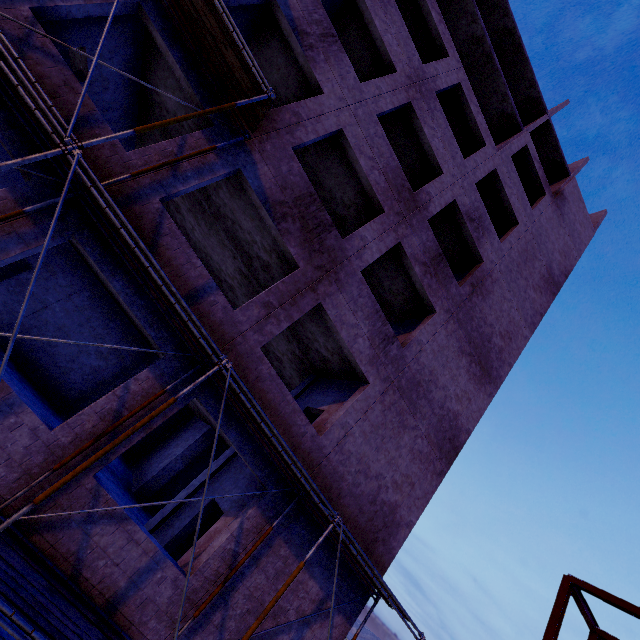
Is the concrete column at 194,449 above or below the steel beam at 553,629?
below

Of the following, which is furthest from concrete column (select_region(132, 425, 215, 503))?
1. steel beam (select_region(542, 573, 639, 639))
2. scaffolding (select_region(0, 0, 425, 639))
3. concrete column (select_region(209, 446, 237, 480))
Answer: steel beam (select_region(542, 573, 639, 639))

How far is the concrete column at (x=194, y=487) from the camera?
10.20m

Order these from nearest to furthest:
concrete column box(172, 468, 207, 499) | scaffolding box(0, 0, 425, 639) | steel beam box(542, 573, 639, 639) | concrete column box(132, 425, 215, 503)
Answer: scaffolding box(0, 0, 425, 639) < concrete column box(172, 468, 207, 499) < concrete column box(132, 425, 215, 503) < steel beam box(542, 573, 639, 639)

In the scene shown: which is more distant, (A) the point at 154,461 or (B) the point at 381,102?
(A) the point at 154,461

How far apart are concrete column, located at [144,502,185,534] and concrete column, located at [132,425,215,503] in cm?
344
